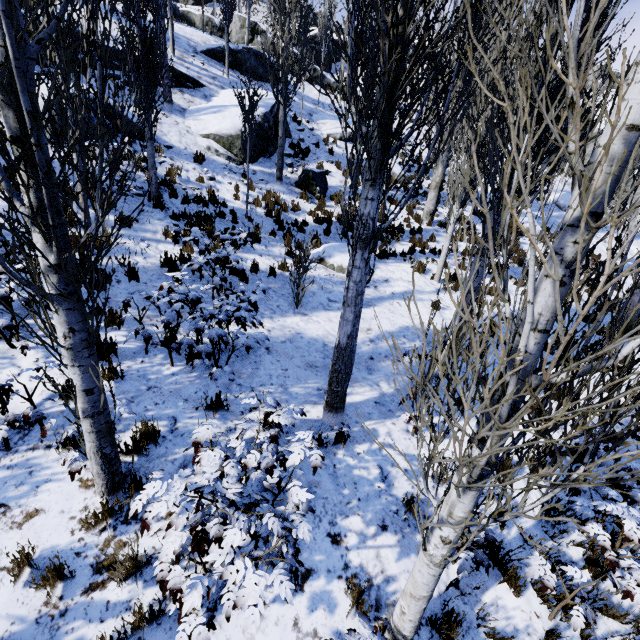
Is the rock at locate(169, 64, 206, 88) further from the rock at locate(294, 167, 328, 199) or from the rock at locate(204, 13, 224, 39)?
the rock at locate(204, 13, 224, 39)

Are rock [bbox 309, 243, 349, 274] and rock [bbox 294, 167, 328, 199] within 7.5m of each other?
yes

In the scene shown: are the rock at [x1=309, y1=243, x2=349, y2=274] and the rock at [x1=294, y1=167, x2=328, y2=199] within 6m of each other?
yes

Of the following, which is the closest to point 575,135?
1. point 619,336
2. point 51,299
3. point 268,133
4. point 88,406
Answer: point 619,336

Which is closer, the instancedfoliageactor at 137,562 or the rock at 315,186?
the instancedfoliageactor at 137,562

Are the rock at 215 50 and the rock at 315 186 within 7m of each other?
no

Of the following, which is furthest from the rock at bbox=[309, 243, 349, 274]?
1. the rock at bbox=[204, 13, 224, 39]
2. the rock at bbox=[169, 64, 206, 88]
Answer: the rock at bbox=[204, 13, 224, 39]

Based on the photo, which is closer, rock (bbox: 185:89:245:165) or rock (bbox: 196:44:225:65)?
rock (bbox: 185:89:245:165)
